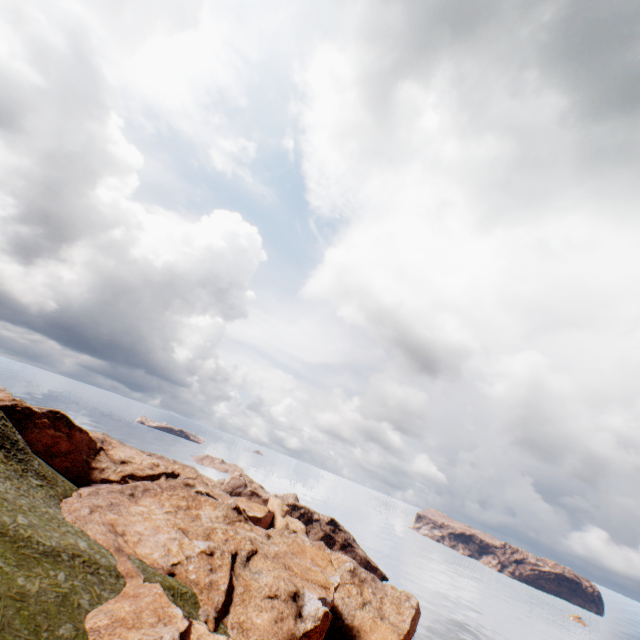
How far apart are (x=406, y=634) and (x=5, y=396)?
71.72m
